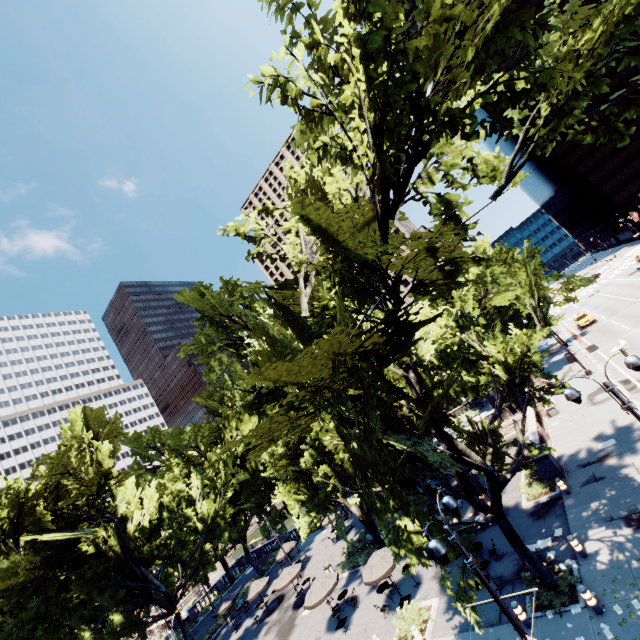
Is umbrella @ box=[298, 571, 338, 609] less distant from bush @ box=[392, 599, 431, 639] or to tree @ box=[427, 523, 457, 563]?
tree @ box=[427, 523, 457, 563]

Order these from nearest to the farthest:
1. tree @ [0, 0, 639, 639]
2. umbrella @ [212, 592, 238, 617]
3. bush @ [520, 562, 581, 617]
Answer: tree @ [0, 0, 639, 639] < bush @ [520, 562, 581, 617] < umbrella @ [212, 592, 238, 617]

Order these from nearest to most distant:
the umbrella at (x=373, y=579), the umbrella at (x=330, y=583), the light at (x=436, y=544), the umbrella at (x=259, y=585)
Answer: the light at (x=436, y=544) < the umbrella at (x=373, y=579) < the umbrella at (x=330, y=583) < the umbrella at (x=259, y=585)

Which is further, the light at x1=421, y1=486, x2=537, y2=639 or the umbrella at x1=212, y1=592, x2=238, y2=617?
the umbrella at x1=212, y1=592, x2=238, y2=617

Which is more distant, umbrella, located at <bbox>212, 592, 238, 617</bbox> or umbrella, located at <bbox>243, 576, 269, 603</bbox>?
umbrella, located at <bbox>212, 592, 238, 617</bbox>

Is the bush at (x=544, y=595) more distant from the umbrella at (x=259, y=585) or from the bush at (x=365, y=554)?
the umbrella at (x=259, y=585)

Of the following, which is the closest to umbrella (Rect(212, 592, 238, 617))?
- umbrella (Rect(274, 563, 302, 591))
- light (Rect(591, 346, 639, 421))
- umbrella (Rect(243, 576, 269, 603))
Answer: umbrella (Rect(243, 576, 269, 603))

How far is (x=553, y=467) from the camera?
19.3m
